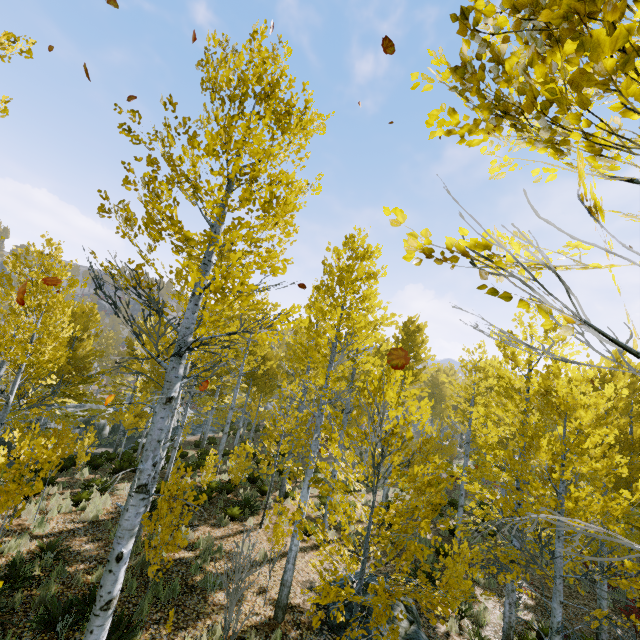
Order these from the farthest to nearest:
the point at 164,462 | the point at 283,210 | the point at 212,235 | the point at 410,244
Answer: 1. the point at 164,462
2. the point at 283,210
3. the point at 212,235
4. the point at 410,244

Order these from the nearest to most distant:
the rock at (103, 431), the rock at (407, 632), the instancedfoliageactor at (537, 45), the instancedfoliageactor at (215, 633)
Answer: the instancedfoliageactor at (537, 45) → the instancedfoliageactor at (215, 633) → the rock at (407, 632) → the rock at (103, 431)

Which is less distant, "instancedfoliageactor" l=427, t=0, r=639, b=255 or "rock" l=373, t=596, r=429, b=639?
"instancedfoliageactor" l=427, t=0, r=639, b=255

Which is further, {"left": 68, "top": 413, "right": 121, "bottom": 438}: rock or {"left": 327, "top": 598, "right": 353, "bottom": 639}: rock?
{"left": 68, "top": 413, "right": 121, "bottom": 438}: rock

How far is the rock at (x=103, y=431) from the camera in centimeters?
2367cm

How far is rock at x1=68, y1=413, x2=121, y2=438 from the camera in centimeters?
2367cm

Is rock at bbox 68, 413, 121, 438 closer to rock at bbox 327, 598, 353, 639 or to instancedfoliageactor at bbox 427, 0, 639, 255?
instancedfoliageactor at bbox 427, 0, 639, 255

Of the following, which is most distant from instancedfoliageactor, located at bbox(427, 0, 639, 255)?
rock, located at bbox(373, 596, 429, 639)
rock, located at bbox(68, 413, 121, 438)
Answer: rock, located at bbox(373, 596, 429, 639)
